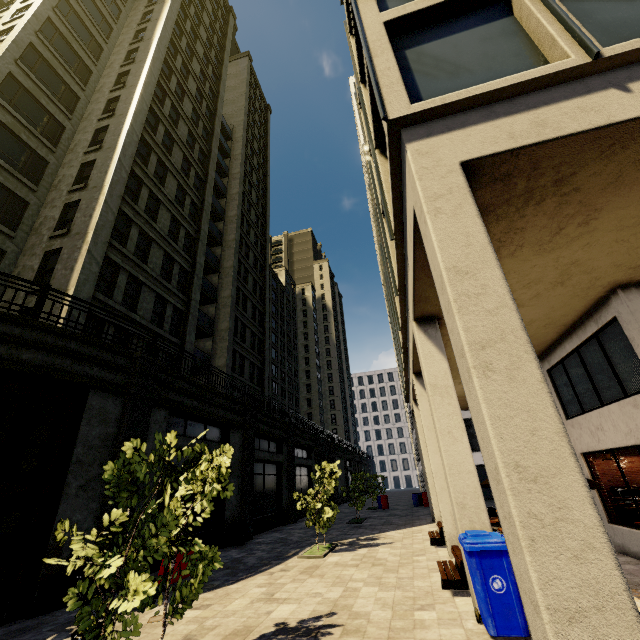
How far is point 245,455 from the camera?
17.9m

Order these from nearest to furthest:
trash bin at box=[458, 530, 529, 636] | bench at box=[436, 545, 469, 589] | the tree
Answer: the tree
trash bin at box=[458, 530, 529, 636]
bench at box=[436, 545, 469, 589]

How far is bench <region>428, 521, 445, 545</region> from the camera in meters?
11.9

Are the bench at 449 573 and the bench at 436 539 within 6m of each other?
yes

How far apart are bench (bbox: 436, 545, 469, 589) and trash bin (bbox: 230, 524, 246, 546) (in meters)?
10.76

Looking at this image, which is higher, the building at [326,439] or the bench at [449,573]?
the building at [326,439]

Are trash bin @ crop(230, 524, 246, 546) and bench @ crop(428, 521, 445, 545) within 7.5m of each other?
no

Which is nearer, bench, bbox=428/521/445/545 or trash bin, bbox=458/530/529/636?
trash bin, bbox=458/530/529/636
